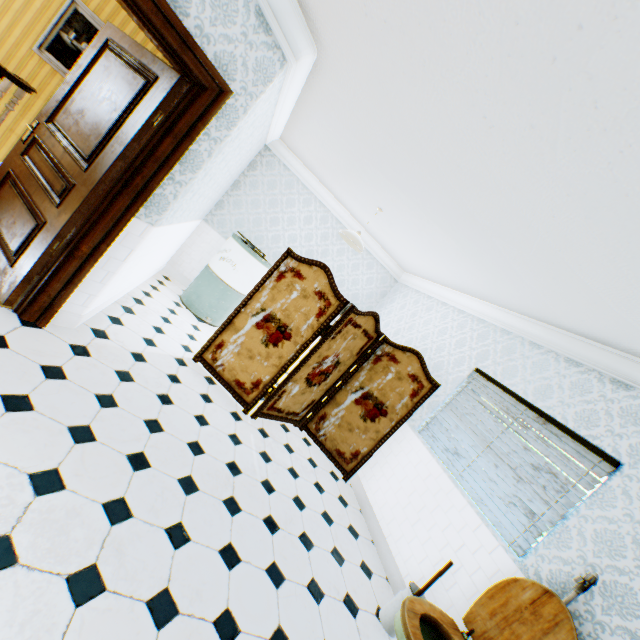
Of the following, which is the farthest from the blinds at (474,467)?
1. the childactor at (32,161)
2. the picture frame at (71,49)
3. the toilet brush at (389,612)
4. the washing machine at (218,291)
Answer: the picture frame at (71,49)

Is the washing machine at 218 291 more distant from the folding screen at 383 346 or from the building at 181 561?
the folding screen at 383 346

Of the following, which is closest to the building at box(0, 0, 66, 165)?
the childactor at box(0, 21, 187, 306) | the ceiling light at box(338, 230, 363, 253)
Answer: the childactor at box(0, 21, 187, 306)

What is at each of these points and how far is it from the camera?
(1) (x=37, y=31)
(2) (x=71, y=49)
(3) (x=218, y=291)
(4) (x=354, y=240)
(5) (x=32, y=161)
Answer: (1) building, 4.6m
(2) picture frame, 4.8m
(3) washing machine, 5.3m
(4) ceiling light, 4.6m
(5) childactor, 2.8m

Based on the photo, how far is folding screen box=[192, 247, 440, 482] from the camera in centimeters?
385cm

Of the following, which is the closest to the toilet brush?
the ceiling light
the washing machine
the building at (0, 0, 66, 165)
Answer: the building at (0, 0, 66, 165)

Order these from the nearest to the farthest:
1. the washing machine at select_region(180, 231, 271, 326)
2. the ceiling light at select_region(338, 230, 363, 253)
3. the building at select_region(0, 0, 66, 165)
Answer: the building at select_region(0, 0, 66, 165) → the ceiling light at select_region(338, 230, 363, 253) → the washing machine at select_region(180, 231, 271, 326)

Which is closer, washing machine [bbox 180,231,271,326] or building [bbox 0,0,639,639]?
building [bbox 0,0,639,639]
